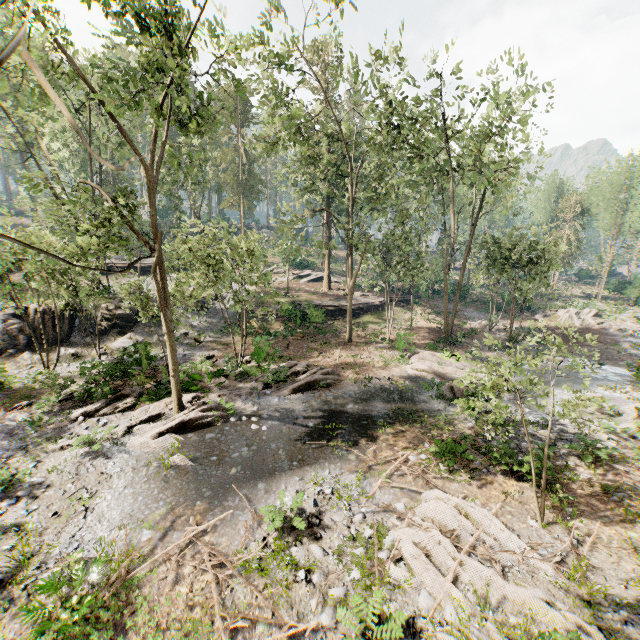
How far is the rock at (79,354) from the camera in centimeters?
2126cm

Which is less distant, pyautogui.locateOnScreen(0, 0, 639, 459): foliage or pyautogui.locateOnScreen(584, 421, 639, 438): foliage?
pyautogui.locateOnScreen(0, 0, 639, 459): foliage

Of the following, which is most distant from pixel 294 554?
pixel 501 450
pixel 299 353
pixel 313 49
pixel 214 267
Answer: pixel 313 49

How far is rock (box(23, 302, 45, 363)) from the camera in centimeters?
2123cm

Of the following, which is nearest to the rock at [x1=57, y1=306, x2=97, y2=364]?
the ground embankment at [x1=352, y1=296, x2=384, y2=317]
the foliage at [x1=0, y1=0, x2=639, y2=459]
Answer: the foliage at [x1=0, y1=0, x2=639, y2=459]

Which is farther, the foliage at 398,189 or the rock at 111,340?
the rock at 111,340

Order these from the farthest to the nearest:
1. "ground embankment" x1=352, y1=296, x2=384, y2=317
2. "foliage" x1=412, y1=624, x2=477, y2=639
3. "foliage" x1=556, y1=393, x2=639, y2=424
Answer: "ground embankment" x1=352, y1=296, x2=384, y2=317 → "foliage" x1=556, y1=393, x2=639, y2=424 → "foliage" x1=412, y1=624, x2=477, y2=639

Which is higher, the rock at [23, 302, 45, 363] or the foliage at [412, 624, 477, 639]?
the rock at [23, 302, 45, 363]
